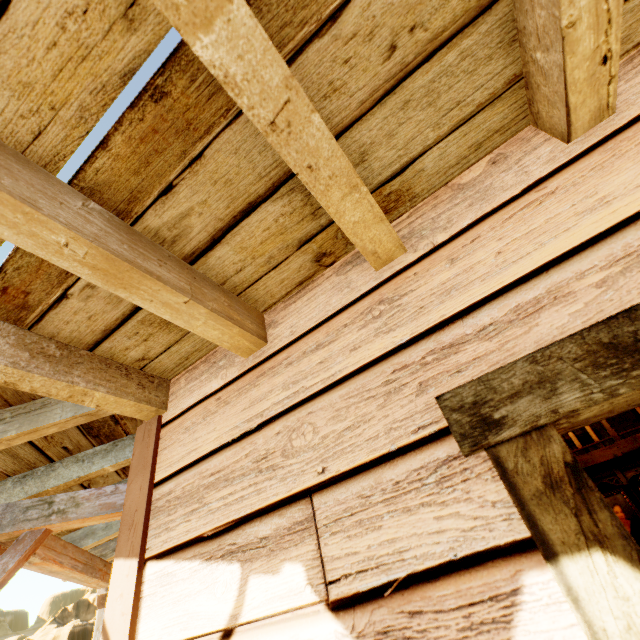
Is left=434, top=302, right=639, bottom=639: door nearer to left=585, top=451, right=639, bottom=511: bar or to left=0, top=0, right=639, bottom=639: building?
left=0, top=0, right=639, bottom=639: building

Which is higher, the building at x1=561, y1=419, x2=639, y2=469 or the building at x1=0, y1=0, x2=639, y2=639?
the building at x1=561, y1=419, x2=639, y2=469

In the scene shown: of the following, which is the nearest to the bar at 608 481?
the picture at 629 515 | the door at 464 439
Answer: the picture at 629 515

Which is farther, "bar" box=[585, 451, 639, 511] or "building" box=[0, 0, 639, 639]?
"bar" box=[585, 451, 639, 511]

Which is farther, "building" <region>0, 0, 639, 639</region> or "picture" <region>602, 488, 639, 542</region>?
"picture" <region>602, 488, 639, 542</region>

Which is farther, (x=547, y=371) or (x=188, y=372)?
(x=188, y=372)

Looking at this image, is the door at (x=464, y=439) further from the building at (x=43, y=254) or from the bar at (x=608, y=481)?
the bar at (x=608, y=481)

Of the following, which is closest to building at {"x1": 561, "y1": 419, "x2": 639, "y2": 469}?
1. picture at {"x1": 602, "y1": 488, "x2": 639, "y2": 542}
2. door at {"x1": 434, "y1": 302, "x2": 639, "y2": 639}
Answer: door at {"x1": 434, "y1": 302, "x2": 639, "y2": 639}
